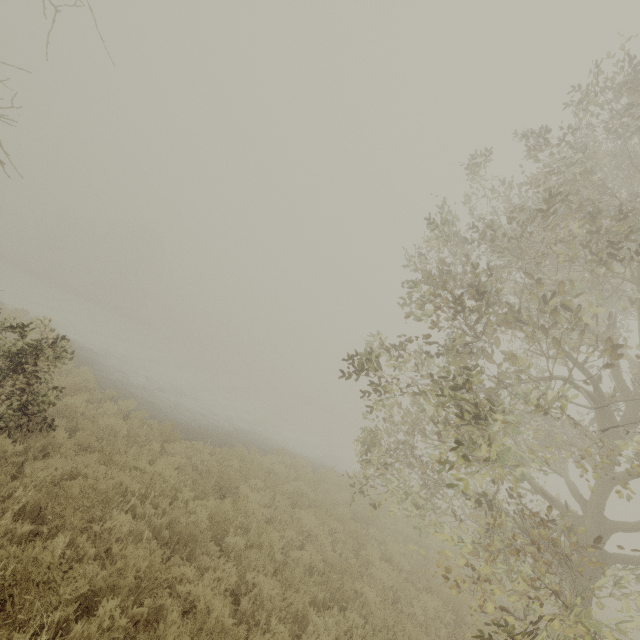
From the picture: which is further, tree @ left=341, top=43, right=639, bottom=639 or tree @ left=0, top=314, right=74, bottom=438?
tree @ left=0, top=314, right=74, bottom=438

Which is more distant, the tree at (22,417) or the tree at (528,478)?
the tree at (22,417)

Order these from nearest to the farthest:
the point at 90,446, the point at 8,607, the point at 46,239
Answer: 1. the point at 8,607
2. the point at 90,446
3. the point at 46,239

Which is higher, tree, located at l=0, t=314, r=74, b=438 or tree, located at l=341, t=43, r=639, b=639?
tree, located at l=341, t=43, r=639, b=639

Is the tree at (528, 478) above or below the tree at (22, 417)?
above
